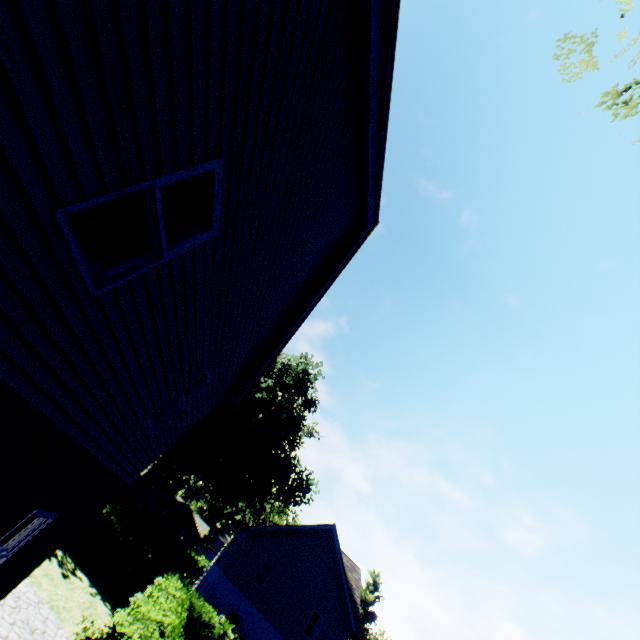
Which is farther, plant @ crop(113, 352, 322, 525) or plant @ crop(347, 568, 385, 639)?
plant @ crop(347, 568, 385, 639)

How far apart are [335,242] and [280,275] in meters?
2.3 m

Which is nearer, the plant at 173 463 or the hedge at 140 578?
the hedge at 140 578

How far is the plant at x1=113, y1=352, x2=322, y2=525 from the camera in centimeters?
3306cm

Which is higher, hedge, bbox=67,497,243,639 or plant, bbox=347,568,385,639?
plant, bbox=347,568,385,639

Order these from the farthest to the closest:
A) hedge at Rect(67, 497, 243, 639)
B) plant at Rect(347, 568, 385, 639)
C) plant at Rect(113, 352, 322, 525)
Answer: plant at Rect(347, 568, 385, 639) < plant at Rect(113, 352, 322, 525) < hedge at Rect(67, 497, 243, 639)
